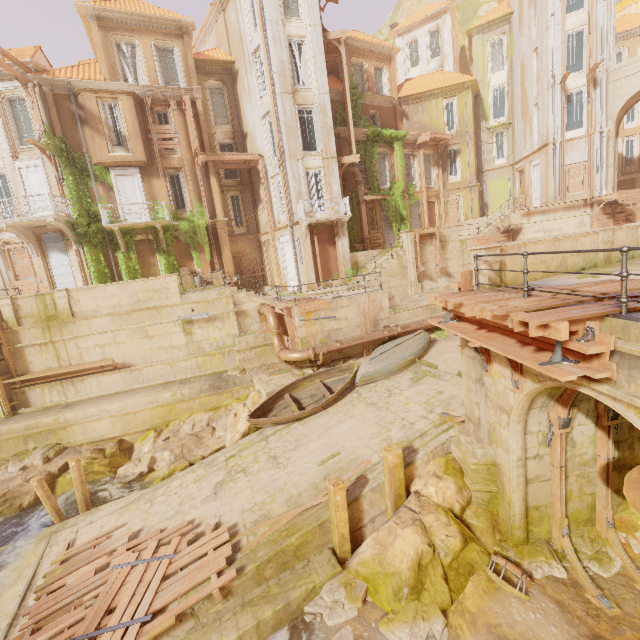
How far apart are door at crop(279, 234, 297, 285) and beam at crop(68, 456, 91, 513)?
15.03m

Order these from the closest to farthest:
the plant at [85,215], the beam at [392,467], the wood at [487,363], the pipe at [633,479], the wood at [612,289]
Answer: the pipe at [633,479], the wood at [612,289], the wood at [487,363], the beam at [392,467], the plant at [85,215]

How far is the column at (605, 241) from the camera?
10.16m

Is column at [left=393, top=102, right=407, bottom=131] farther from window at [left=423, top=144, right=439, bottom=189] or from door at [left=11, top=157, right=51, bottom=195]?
door at [left=11, top=157, right=51, bottom=195]

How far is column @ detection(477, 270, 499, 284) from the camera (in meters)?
8.35

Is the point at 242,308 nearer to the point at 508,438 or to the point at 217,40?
the point at 508,438

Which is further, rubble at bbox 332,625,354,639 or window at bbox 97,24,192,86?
window at bbox 97,24,192,86

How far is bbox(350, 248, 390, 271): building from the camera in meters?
22.7
